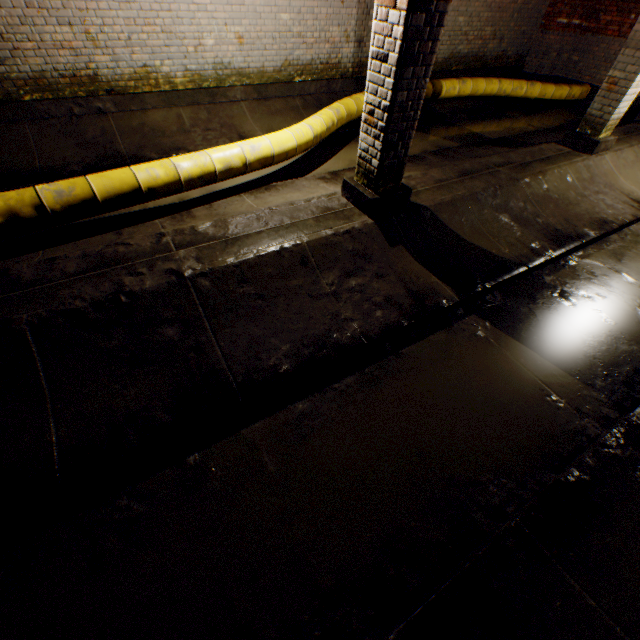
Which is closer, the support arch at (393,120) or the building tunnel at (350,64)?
the support arch at (393,120)

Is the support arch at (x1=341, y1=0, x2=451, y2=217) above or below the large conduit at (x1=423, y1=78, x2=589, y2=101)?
above

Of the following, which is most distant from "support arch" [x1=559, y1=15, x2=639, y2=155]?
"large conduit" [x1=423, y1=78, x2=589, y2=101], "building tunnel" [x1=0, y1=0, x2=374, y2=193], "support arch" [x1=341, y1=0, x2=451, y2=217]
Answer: "large conduit" [x1=423, y1=78, x2=589, y2=101]

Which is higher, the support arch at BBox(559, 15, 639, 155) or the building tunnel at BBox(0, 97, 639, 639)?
the support arch at BBox(559, 15, 639, 155)

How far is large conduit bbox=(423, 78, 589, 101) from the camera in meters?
8.0

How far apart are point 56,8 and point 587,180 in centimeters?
885cm

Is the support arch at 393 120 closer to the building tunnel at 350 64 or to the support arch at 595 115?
the building tunnel at 350 64

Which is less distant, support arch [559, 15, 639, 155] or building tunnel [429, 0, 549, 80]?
support arch [559, 15, 639, 155]
